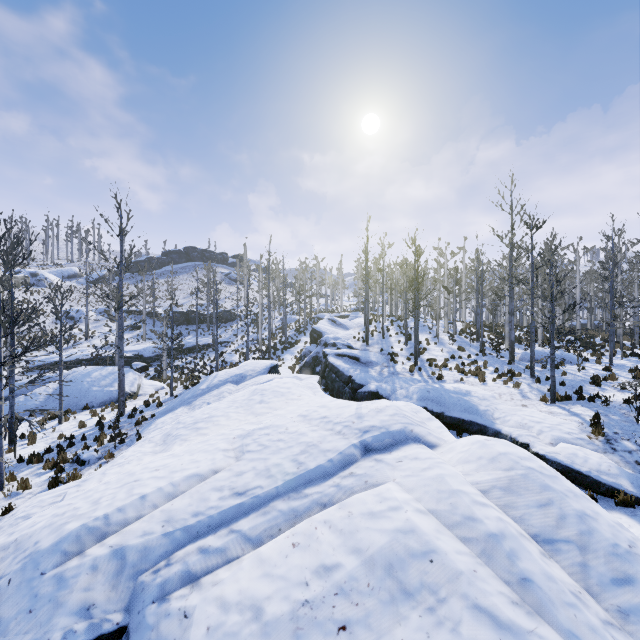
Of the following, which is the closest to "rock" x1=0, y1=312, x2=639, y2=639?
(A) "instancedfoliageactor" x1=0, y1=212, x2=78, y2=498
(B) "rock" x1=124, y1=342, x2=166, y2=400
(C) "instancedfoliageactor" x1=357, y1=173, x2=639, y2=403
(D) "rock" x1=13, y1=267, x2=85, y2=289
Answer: (A) "instancedfoliageactor" x1=0, y1=212, x2=78, y2=498

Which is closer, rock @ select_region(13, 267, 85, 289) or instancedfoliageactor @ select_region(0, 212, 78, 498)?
instancedfoliageactor @ select_region(0, 212, 78, 498)

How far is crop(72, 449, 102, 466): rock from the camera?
11.3 meters

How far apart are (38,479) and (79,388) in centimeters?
1170cm

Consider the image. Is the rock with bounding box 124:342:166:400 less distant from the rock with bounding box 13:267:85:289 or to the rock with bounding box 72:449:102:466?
the rock with bounding box 72:449:102:466

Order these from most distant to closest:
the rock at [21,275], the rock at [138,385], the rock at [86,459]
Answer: the rock at [21,275] → the rock at [138,385] → the rock at [86,459]

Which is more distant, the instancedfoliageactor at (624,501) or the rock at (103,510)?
the instancedfoliageactor at (624,501)

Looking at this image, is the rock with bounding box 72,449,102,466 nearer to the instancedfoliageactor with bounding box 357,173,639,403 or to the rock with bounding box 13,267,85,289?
the instancedfoliageactor with bounding box 357,173,639,403
